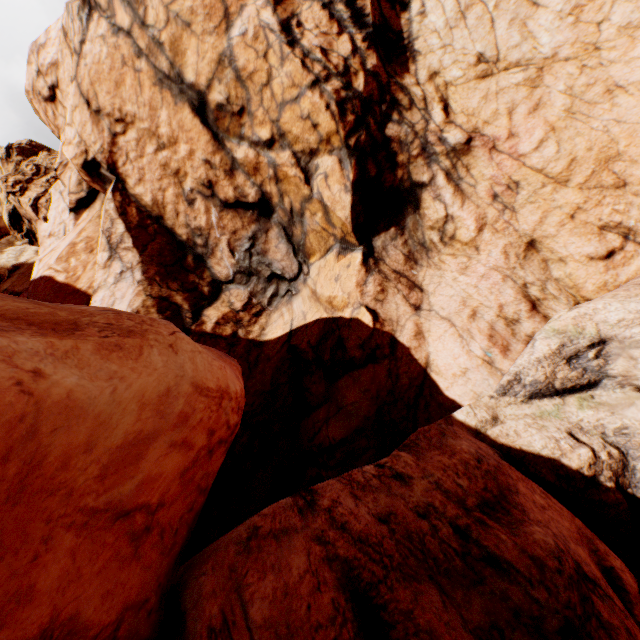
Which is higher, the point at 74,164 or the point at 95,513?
the point at 74,164
